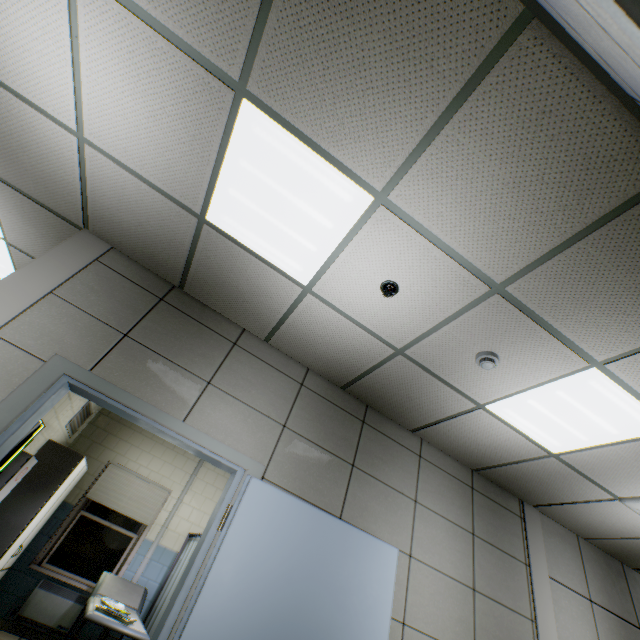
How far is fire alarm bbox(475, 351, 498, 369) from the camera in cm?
253

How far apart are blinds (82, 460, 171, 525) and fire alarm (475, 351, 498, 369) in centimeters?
656cm

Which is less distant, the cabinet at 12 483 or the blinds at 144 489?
the cabinet at 12 483

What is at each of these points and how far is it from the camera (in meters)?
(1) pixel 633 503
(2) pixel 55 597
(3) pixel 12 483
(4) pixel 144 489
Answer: (1) air conditioning vent, 3.32
(2) radiator, 5.00
(3) cabinet, 4.02
(4) blinds, 6.26

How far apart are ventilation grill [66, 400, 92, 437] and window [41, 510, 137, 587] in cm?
138

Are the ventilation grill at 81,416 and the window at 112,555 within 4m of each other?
yes

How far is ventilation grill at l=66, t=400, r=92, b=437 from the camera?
5.4m

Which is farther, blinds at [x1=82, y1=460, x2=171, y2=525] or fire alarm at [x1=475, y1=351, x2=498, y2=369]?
blinds at [x1=82, y1=460, x2=171, y2=525]
